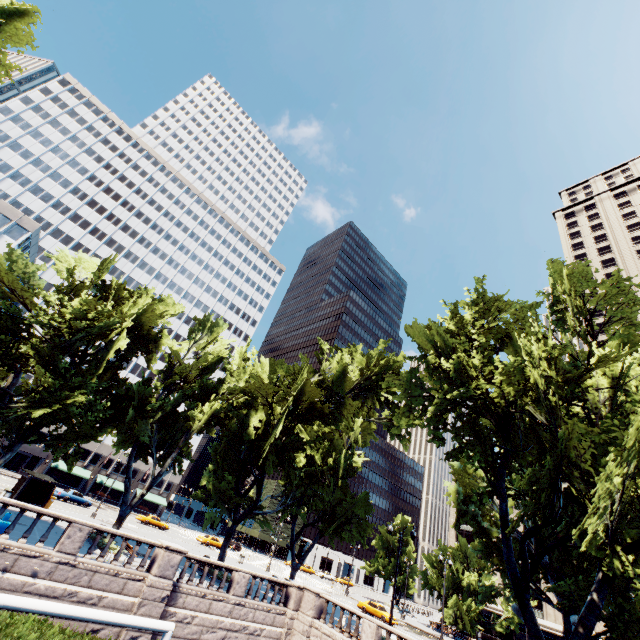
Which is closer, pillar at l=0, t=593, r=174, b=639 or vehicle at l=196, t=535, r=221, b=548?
pillar at l=0, t=593, r=174, b=639

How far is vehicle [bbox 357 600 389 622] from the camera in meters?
37.7

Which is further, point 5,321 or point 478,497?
point 478,497

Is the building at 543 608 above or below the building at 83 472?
above

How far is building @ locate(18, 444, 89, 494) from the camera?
56.4m

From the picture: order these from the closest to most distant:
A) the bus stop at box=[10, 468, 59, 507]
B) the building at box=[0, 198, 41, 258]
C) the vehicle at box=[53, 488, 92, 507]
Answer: the bus stop at box=[10, 468, 59, 507]
the vehicle at box=[53, 488, 92, 507]
the building at box=[0, 198, 41, 258]

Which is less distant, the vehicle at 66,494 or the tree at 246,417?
the tree at 246,417

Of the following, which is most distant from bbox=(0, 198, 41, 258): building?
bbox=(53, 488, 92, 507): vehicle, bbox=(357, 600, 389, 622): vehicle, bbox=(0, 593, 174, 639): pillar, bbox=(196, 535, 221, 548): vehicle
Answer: bbox=(0, 593, 174, 639): pillar
